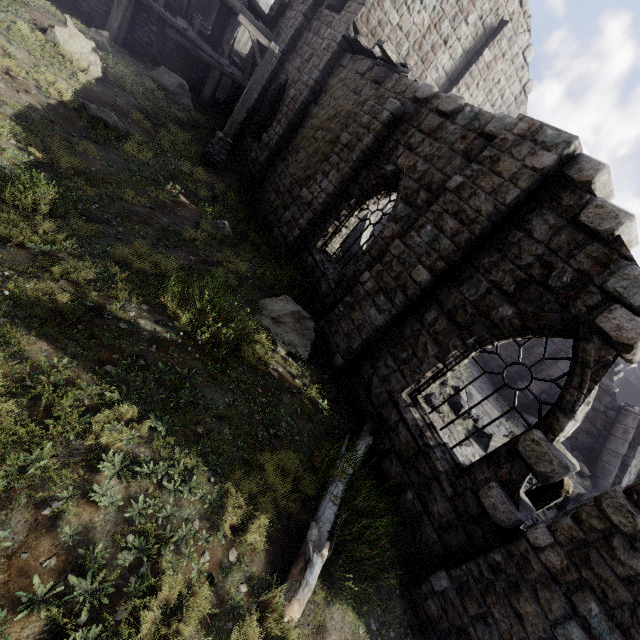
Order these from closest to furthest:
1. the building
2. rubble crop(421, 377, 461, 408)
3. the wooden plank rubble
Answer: the building → the wooden plank rubble → rubble crop(421, 377, 461, 408)

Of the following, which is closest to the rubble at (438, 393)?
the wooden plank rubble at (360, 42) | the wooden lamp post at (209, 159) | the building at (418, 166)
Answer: the building at (418, 166)

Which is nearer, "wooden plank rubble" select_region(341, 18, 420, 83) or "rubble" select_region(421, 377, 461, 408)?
"wooden plank rubble" select_region(341, 18, 420, 83)

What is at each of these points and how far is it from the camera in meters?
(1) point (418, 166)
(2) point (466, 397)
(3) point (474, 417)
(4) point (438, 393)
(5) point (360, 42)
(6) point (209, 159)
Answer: (1) building, 7.6 m
(2) rubble, 11.3 m
(3) rubble, 10.9 m
(4) rubble, 10.3 m
(5) wooden plank rubble, 10.3 m
(6) wooden lamp post, 12.8 m

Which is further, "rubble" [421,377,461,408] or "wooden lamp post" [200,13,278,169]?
"wooden lamp post" [200,13,278,169]

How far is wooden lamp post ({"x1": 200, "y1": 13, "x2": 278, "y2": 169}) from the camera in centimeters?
1103cm

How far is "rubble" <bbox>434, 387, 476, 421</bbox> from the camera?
9.9m

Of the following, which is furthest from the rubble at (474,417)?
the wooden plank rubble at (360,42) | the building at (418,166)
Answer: the wooden plank rubble at (360,42)
